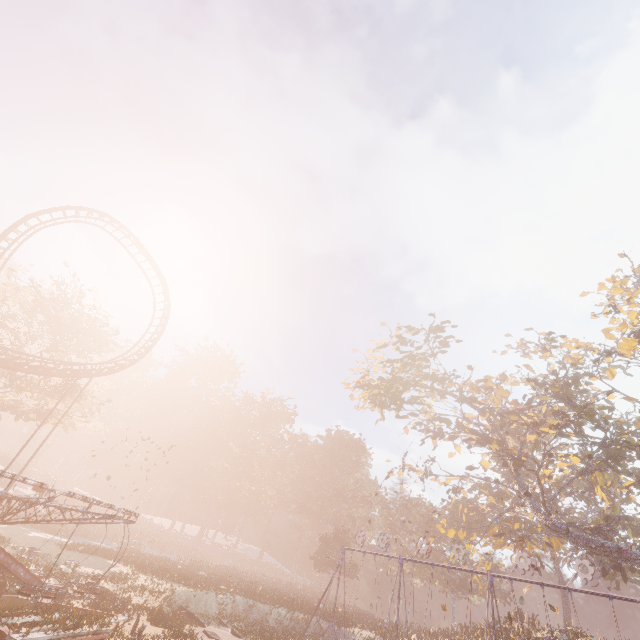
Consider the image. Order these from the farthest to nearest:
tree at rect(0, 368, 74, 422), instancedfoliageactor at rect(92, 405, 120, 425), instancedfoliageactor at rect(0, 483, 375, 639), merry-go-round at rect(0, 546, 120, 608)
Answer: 1. instancedfoliageactor at rect(92, 405, 120, 425)
2. tree at rect(0, 368, 74, 422)
3. instancedfoliageactor at rect(0, 483, 375, 639)
4. merry-go-round at rect(0, 546, 120, 608)

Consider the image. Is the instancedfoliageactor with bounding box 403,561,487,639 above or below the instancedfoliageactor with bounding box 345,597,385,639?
above

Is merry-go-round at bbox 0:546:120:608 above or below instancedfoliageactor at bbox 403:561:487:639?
below

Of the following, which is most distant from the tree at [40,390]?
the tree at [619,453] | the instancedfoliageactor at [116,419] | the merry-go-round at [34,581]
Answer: the tree at [619,453]

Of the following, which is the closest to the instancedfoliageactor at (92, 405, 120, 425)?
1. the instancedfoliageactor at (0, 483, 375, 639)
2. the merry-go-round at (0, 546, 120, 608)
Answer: the instancedfoliageactor at (0, 483, 375, 639)

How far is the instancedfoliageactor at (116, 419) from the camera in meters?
56.8 m

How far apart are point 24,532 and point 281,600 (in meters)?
23.24

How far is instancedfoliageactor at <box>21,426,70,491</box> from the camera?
49.0m
